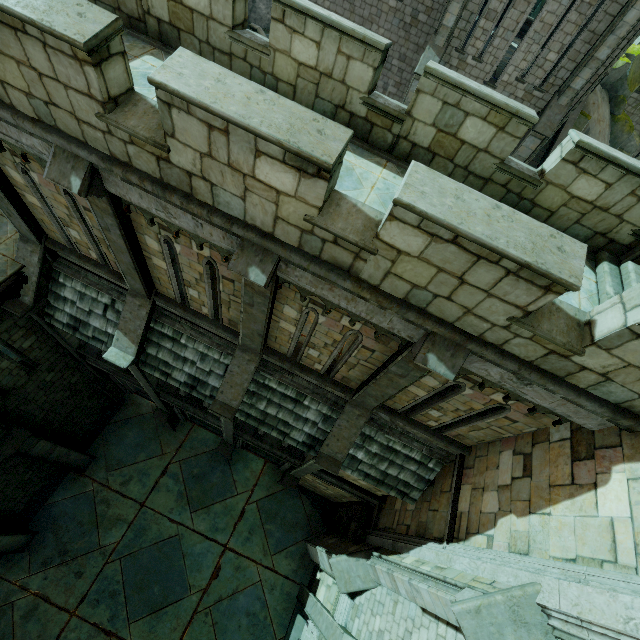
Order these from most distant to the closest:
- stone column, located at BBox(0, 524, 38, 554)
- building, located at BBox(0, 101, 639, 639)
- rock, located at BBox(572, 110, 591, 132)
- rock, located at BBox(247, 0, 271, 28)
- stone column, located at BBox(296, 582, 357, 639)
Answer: rock, located at BBox(572, 110, 591, 132), rock, located at BBox(247, 0, 271, 28), stone column, located at BBox(0, 524, 38, 554), stone column, located at BBox(296, 582, 357, 639), building, located at BBox(0, 101, 639, 639)

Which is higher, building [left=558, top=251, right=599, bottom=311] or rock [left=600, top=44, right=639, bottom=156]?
building [left=558, top=251, right=599, bottom=311]

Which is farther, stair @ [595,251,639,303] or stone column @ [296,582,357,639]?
stone column @ [296,582,357,639]

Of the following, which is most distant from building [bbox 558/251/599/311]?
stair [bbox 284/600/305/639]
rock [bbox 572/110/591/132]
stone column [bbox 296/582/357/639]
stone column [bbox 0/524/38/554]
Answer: stone column [bbox 0/524/38/554]

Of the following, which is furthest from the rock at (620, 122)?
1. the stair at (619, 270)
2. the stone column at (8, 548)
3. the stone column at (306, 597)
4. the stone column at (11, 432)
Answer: the stone column at (306, 597)

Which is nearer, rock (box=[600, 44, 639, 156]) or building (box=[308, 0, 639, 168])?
building (box=[308, 0, 639, 168])

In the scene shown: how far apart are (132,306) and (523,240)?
8.71m

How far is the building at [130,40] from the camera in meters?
→ 5.8 m
